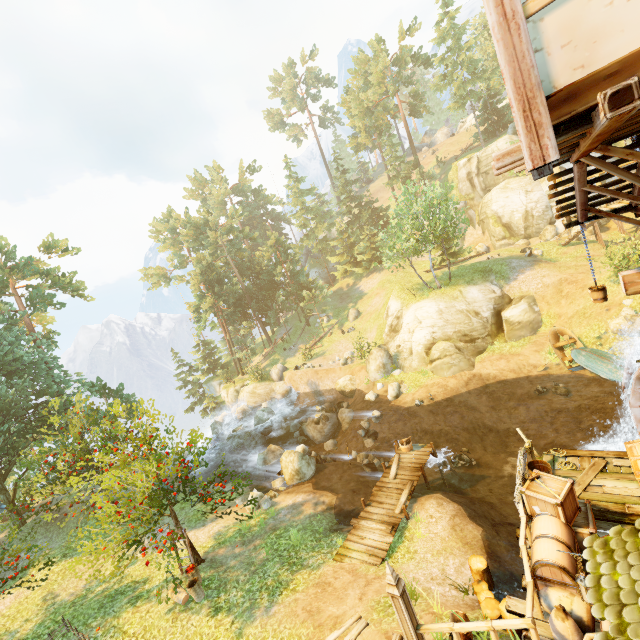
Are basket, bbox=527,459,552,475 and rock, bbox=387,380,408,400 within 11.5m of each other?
no

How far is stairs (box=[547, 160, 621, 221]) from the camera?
5.8 meters

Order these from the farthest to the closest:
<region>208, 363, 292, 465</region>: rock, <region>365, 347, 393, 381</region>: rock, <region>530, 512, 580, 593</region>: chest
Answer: <region>208, 363, 292, 465</region>: rock, <region>365, 347, 393, 381</region>: rock, <region>530, 512, 580, 593</region>: chest

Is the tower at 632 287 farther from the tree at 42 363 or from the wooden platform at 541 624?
the tree at 42 363

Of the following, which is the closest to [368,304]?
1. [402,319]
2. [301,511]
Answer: [402,319]

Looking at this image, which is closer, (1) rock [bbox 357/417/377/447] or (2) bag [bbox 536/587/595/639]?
(2) bag [bbox 536/587/595/639]

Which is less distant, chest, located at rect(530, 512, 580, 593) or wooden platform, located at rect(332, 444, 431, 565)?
chest, located at rect(530, 512, 580, 593)

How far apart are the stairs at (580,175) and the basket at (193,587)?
16.03m
